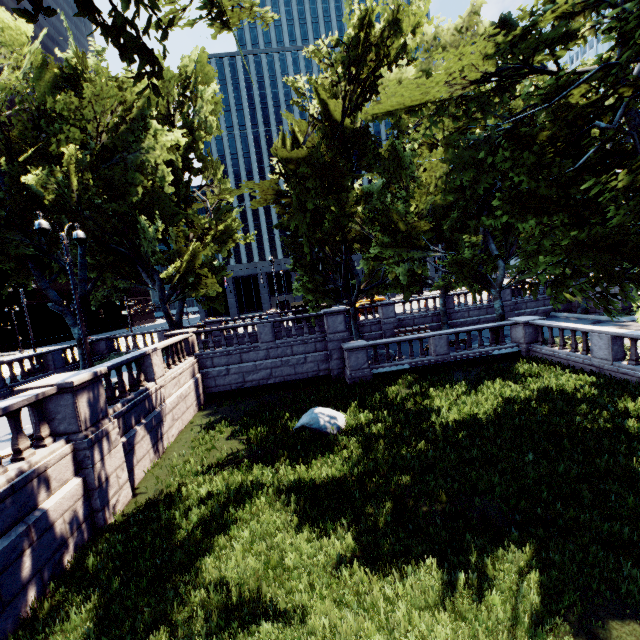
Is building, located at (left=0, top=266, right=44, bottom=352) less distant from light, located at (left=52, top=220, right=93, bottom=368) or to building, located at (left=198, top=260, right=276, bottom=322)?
building, located at (left=198, top=260, right=276, bottom=322)

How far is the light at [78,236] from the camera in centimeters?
1176cm

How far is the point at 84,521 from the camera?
8.11m

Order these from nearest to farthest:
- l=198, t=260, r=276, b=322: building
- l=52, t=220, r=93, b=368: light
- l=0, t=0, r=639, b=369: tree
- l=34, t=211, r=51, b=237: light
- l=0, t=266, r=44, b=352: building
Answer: l=0, t=0, r=639, b=369: tree
l=34, t=211, r=51, b=237: light
l=52, t=220, r=93, b=368: light
l=0, t=266, r=44, b=352: building
l=198, t=260, r=276, b=322: building

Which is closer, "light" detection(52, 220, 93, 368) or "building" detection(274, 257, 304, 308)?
"light" detection(52, 220, 93, 368)

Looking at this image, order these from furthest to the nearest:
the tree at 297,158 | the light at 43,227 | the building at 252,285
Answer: the building at 252,285, the light at 43,227, the tree at 297,158

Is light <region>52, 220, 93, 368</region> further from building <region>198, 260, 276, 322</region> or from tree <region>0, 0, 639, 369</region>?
building <region>198, 260, 276, 322</region>

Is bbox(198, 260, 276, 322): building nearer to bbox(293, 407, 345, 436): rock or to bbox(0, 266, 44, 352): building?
bbox(0, 266, 44, 352): building
